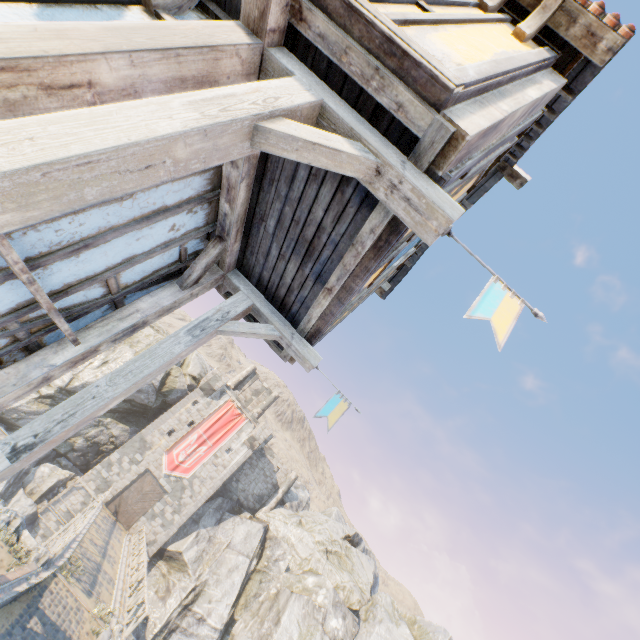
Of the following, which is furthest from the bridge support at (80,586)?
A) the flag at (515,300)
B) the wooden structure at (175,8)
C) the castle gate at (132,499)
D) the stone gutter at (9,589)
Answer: the wooden structure at (175,8)

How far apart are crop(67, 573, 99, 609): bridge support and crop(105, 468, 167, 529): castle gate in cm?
1678

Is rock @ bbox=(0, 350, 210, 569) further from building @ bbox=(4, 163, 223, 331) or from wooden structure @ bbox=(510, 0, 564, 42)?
wooden structure @ bbox=(510, 0, 564, 42)

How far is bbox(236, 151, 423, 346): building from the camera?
2.75m

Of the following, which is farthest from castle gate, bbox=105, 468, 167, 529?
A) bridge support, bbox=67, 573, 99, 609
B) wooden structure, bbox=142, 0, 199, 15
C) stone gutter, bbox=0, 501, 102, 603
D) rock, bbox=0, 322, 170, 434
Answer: wooden structure, bbox=142, 0, 199, 15

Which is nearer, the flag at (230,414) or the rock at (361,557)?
the rock at (361,557)

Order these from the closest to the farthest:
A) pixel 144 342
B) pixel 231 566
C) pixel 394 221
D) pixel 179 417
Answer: pixel 394 221
pixel 231 566
pixel 179 417
pixel 144 342

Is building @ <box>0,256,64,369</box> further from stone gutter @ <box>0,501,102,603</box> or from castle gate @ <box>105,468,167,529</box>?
castle gate @ <box>105,468,167,529</box>
